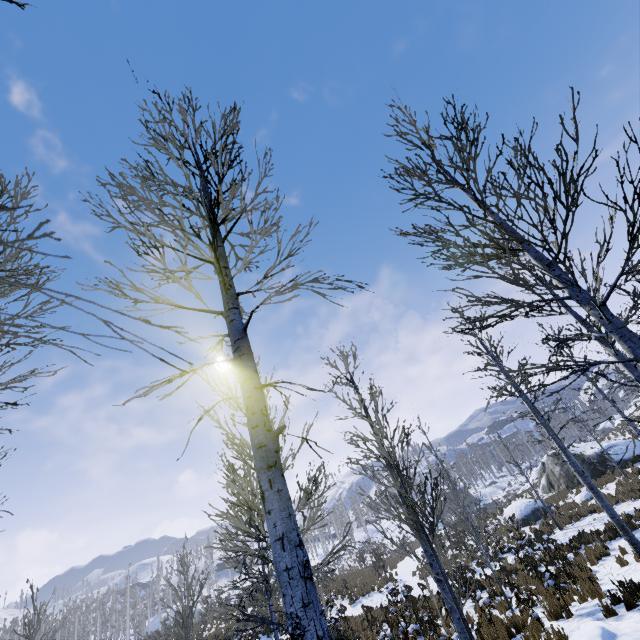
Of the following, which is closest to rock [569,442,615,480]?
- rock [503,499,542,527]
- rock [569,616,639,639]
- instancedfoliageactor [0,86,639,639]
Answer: rock [503,499,542,527]

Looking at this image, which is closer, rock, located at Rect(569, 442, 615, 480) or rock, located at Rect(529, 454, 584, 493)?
rock, located at Rect(569, 442, 615, 480)

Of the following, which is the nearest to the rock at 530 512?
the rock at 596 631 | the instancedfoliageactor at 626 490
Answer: the instancedfoliageactor at 626 490

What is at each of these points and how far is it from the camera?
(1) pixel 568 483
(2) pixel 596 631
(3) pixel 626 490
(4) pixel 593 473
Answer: (1) rock, 26.25m
(2) rock, 4.89m
(3) instancedfoliageactor, 18.22m
(4) rock, 24.61m

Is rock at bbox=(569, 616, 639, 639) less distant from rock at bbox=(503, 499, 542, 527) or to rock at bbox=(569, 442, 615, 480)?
rock at bbox=(503, 499, 542, 527)

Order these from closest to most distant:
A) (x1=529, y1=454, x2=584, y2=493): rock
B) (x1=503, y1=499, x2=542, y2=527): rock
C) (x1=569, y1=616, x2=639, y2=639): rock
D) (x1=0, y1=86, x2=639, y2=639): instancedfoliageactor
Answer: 1. (x1=0, y1=86, x2=639, y2=639): instancedfoliageactor
2. (x1=569, y1=616, x2=639, y2=639): rock
3. (x1=503, y1=499, x2=542, y2=527): rock
4. (x1=529, y1=454, x2=584, y2=493): rock

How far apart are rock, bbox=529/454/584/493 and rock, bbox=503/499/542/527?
4.03m

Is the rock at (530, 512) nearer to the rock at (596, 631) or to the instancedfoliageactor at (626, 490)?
the instancedfoliageactor at (626, 490)
